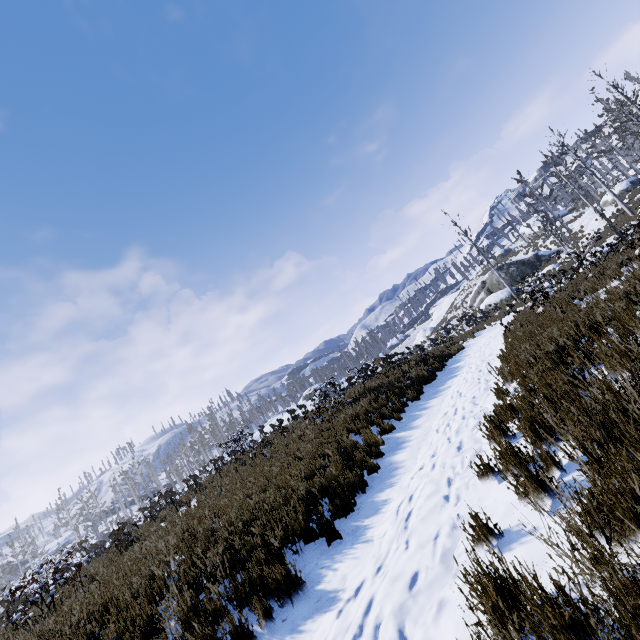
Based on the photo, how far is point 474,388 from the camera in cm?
819

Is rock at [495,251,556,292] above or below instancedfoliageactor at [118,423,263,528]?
below

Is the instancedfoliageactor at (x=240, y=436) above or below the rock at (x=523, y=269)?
above

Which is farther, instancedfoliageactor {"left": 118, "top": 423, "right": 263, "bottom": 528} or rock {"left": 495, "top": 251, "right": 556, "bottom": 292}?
rock {"left": 495, "top": 251, "right": 556, "bottom": 292}

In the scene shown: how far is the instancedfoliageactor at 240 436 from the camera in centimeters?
1291cm

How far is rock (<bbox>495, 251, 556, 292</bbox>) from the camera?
33.8 meters

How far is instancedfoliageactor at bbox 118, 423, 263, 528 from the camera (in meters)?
12.91
